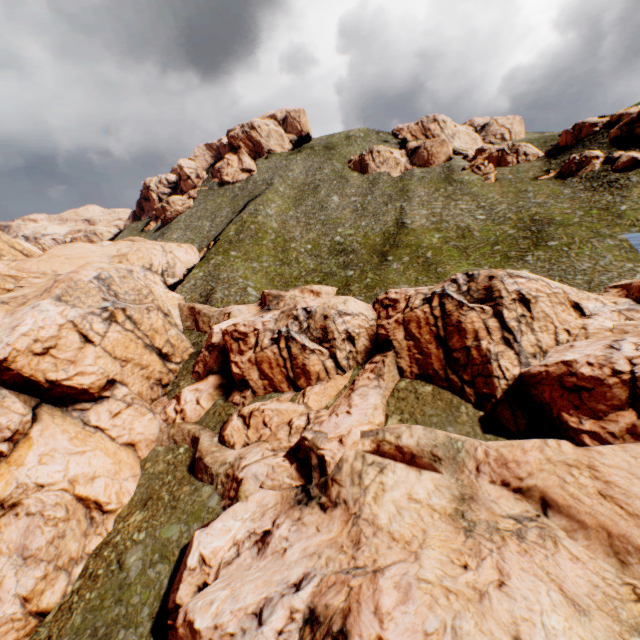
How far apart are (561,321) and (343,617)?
26.68m

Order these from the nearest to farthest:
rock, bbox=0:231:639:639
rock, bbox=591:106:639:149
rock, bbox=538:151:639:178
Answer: rock, bbox=0:231:639:639 → rock, bbox=538:151:639:178 → rock, bbox=591:106:639:149

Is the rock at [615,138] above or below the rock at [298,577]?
above

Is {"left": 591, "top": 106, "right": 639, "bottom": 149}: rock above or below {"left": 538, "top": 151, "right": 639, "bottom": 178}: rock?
above

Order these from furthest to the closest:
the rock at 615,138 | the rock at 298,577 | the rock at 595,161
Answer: the rock at 615,138
the rock at 595,161
the rock at 298,577

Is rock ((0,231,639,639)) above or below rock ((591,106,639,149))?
below

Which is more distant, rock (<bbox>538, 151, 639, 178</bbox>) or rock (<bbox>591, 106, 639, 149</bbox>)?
rock (<bbox>591, 106, 639, 149</bbox>)
